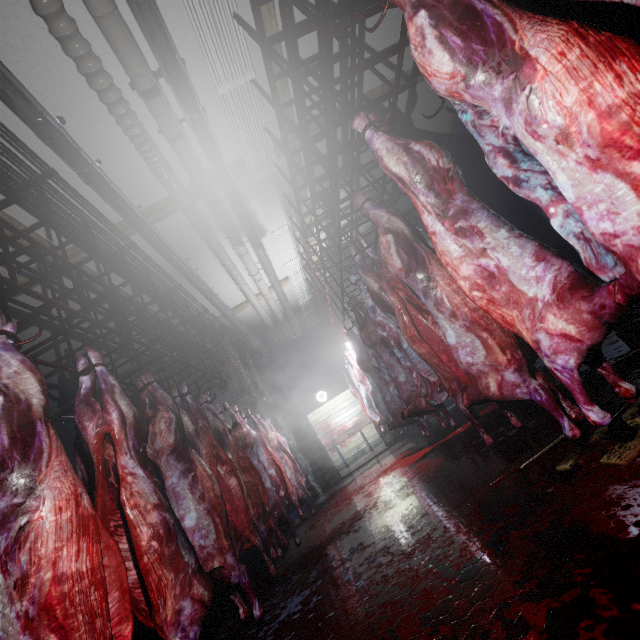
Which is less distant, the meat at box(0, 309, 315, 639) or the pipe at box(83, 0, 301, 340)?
the meat at box(0, 309, 315, 639)

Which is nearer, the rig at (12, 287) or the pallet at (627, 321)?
the rig at (12, 287)

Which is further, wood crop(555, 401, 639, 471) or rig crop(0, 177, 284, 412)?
rig crop(0, 177, 284, 412)

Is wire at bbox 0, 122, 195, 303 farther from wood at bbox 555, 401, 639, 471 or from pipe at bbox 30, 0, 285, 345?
wood at bbox 555, 401, 639, 471

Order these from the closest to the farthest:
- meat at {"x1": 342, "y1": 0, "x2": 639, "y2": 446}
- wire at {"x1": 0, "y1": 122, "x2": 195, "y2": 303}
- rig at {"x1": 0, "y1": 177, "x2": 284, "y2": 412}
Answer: meat at {"x1": 342, "y1": 0, "x2": 639, "y2": 446} → rig at {"x1": 0, "y1": 177, "x2": 284, "y2": 412} → wire at {"x1": 0, "y1": 122, "x2": 195, "y2": 303}

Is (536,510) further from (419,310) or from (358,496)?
(358,496)

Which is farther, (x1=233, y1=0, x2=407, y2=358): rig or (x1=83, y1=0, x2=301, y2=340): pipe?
(x1=83, y1=0, x2=301, y2=340): pipe

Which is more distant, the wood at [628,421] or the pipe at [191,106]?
the pipe at [191,106]
